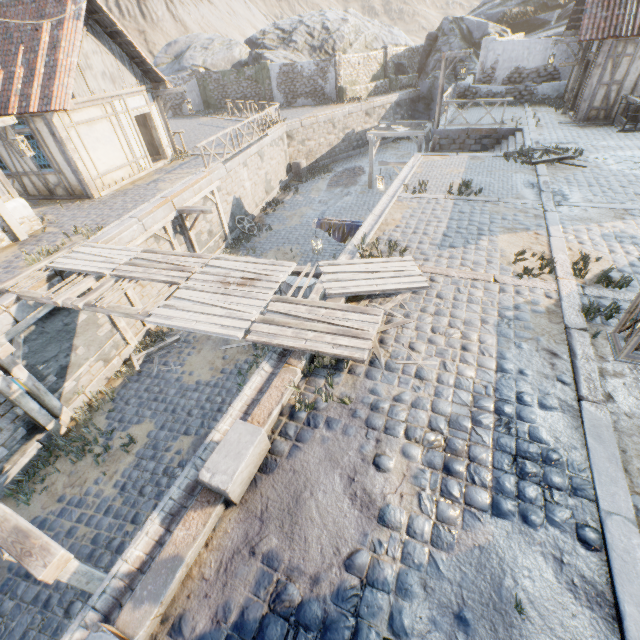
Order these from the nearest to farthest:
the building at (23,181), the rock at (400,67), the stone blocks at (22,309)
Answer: the stone blocks at (22,309)
the building at (23,181)
the rock at (400,67)

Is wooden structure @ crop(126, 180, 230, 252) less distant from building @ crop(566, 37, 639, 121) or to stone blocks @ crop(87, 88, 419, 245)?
stone blocks @ crop(87, 88, 419, 245)

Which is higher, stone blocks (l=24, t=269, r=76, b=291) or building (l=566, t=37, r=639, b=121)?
building (l=566, t=37, r=639, b=121)

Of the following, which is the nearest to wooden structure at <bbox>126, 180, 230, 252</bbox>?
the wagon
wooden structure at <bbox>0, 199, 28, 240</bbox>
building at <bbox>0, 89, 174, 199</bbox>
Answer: wooden structure at <bbox>0, 199, 28, 240</bbox>

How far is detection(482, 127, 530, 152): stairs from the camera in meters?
13.2

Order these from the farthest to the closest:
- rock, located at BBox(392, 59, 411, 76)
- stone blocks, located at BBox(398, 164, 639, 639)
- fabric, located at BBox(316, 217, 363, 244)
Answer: rock, located at BBox(392, 59, 411, 76)
fabric, located at BBox(316, 217, 363, 244)
stone blocks, located at BBox(398, 164, 639, 639)

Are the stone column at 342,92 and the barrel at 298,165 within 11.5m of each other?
yes

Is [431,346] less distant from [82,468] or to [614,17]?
[82,468]
